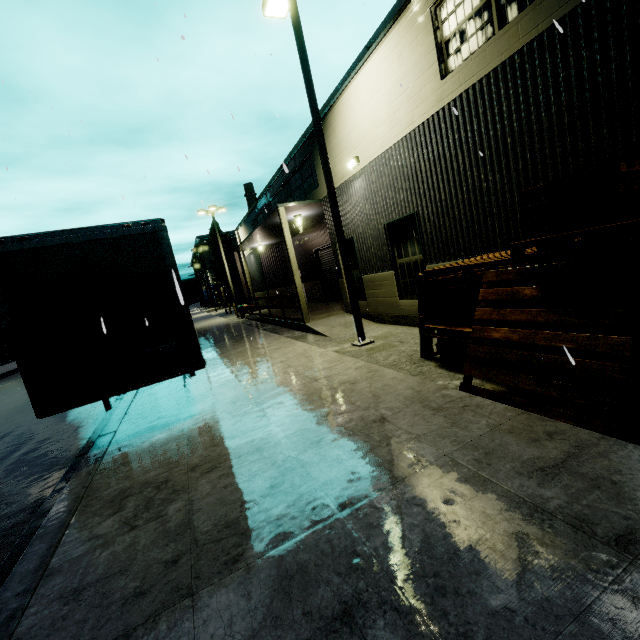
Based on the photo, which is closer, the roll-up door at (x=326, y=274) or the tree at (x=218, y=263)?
the roll-up door at (x=326, y=274)

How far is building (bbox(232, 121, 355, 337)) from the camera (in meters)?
13.24

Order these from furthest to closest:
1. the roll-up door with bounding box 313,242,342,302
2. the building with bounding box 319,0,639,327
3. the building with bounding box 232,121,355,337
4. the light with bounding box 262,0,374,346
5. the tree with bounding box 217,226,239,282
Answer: the tree with bounding box 217,226,239,282 < the roll-up door with bounding box 313,242,342,302 < the building with bounding box 232,121,355,337 < the light with bounding box 262,0,374,346 < the building with bounding box 319,0,639,327

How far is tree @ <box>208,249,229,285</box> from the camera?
58.1m

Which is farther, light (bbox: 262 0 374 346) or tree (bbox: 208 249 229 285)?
tree (bbox: 208 249 229 285)

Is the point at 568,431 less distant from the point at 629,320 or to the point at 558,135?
the point at 629,320

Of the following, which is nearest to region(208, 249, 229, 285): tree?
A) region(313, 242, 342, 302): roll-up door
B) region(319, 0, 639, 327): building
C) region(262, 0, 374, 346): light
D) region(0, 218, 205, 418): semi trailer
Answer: region(319, 0, 639, 327): building

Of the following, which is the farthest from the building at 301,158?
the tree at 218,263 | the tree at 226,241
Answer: the tree at 226,241
